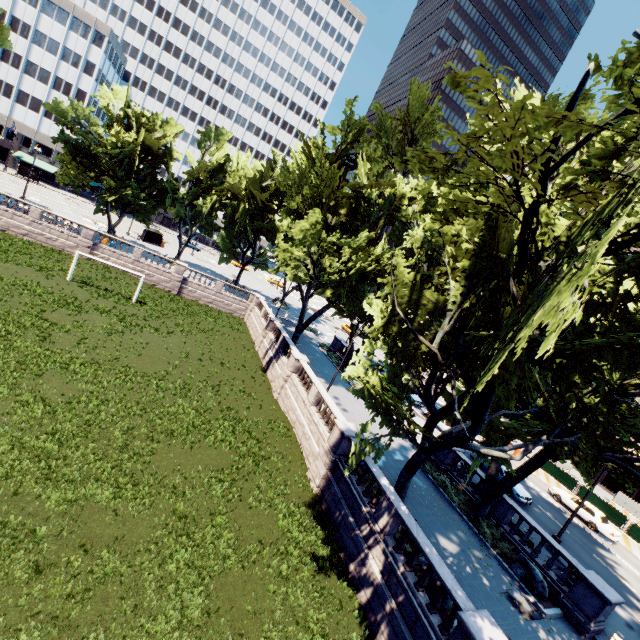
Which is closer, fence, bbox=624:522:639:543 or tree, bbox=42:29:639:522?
tree, bbox=42:29:639:522

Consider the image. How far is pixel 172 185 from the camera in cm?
4450

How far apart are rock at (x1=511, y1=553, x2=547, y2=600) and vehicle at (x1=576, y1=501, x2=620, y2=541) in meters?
15.4

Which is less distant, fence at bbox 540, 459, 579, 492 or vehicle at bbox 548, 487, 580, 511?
vehicle at bbox 548, 487, 580, 511

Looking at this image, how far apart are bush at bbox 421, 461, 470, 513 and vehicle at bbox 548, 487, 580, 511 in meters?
14.8

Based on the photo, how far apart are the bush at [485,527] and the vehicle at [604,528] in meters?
15.0 m

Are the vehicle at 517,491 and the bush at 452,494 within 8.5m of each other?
yes

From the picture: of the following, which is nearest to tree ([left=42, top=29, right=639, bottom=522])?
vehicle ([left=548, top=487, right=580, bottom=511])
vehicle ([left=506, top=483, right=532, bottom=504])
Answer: vehicle ([left=506, top=483, right=532, bottom=504])
